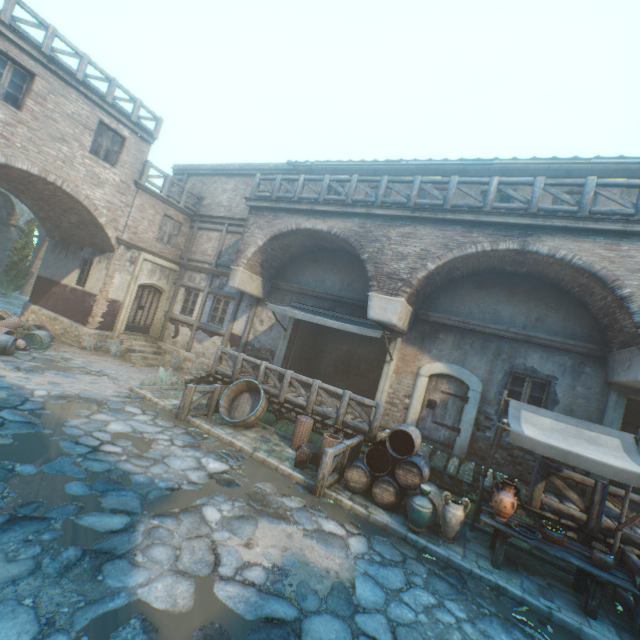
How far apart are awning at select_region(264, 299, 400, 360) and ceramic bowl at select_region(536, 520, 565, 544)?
5.13m

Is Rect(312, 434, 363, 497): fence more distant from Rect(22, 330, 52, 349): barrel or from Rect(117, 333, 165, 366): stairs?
Rect(22, 330, 52, 349): barrel

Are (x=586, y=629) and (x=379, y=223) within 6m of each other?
no

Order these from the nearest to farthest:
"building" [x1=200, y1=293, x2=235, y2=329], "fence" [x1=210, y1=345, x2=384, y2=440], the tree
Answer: "fence" [x1=210, y1=345, x2=384, y2=440], "building" [x1=200, y1=293, x2=235, y2=329], the tree

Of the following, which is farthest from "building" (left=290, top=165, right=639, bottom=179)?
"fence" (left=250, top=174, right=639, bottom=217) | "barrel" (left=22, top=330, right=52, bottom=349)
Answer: "barrel" (left=22, top=330, right=52, bottom=349)

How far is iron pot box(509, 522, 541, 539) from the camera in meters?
5.7

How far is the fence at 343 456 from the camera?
6.7 meters

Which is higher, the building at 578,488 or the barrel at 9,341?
the building at 578,488
